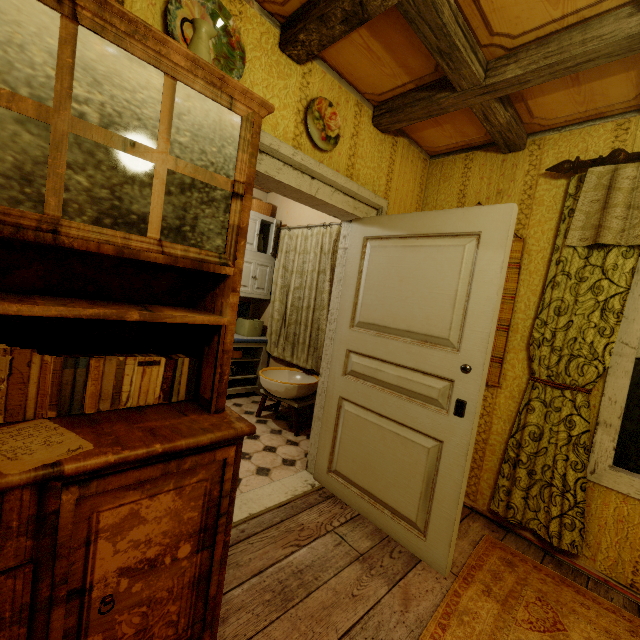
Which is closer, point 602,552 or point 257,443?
point 602,552

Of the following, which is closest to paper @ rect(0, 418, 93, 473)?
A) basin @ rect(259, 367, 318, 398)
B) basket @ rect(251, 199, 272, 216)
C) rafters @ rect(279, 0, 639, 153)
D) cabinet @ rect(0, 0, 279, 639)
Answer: cabinet @ rect(0, 0, 279, 639)

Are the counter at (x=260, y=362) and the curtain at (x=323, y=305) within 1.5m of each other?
yes

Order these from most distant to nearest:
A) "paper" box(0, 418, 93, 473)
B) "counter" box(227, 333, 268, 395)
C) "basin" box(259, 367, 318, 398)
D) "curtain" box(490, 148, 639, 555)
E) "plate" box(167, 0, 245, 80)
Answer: "counter" box(227, 333, 268, 395) → "basin" box(259, 367, 318, 398) → "curtain" box(490, 148, 639, 555) → "plate" box(167, 0, 245, 80) → "paper" box(0, 418, 93, 473)

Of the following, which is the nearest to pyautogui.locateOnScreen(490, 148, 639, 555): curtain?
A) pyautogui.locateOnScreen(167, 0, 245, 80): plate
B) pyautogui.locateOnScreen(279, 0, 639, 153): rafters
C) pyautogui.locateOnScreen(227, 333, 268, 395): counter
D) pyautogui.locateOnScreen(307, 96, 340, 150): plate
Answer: pyautogui.locateOnScreen(279, 0, 639, 153): rafters

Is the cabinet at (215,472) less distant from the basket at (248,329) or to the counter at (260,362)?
the counter at (260,362)

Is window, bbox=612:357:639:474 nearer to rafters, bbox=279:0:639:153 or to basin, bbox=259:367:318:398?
rafters, bbox=279:0:639:153

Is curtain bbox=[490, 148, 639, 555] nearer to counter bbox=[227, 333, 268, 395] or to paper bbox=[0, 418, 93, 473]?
paper bbox=[0, 418, 93, 473]
